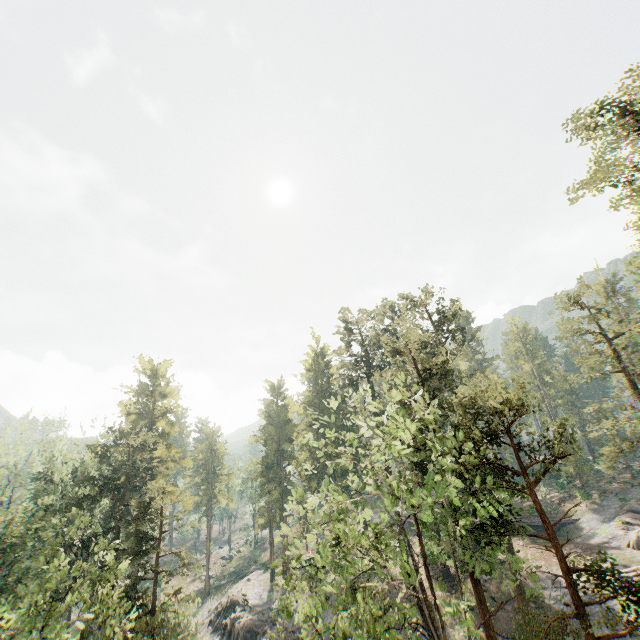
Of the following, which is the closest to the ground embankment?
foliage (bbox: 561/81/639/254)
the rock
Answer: foliage (bbox: 561/81/639/254)

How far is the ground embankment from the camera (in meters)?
41.66

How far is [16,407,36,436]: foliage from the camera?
38.8m

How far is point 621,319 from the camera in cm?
2853

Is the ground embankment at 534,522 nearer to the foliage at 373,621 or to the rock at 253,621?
the foliage at 373,621

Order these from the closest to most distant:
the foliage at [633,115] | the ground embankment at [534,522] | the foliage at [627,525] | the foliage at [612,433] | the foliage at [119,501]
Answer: the foliage at [119,501]
the foliage at [633,115]
the foliage at [612,433]
the foliage at [627,525]
the ground embankment at [534,522]

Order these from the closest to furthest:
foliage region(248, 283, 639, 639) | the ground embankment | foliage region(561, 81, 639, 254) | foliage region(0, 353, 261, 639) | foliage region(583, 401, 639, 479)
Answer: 1. foliage region(248, 283, 639, 639)
2. foliage region(0, 353, 261, 639)
3. foliage region(561, 81, 639, 254)
4. foliage region(583, 401, 639, 479)
5. the ground embankment
